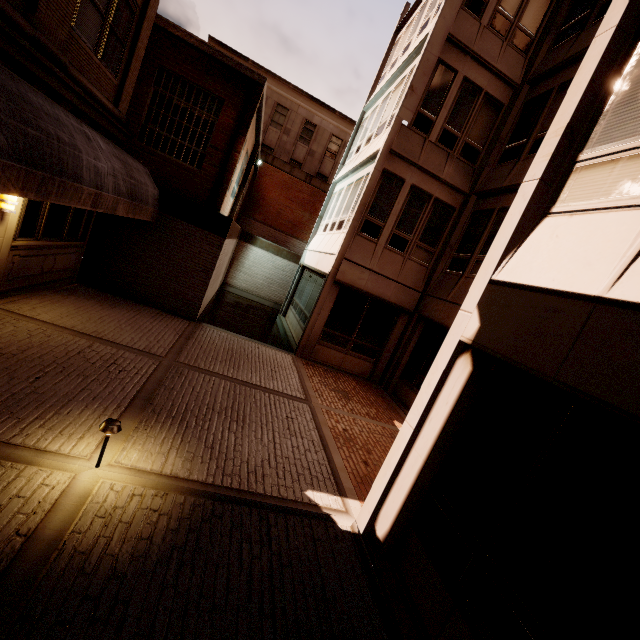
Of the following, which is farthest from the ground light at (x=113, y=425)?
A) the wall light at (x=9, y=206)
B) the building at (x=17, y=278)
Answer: the wall light at (x=9, y=206)

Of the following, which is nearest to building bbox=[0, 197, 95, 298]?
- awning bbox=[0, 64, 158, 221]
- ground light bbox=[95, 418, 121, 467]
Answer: awning bbox=[0, 64, 158, 221]

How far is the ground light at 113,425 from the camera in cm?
359

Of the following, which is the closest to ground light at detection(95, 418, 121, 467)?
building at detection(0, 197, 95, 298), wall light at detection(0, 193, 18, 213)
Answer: building at detection(0, 197, 95, 298)

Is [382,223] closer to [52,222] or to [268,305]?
[52,222]

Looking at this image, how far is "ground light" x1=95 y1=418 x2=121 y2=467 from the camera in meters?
3.6

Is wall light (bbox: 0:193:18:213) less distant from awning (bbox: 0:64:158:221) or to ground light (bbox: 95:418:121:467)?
→ awning (bbox: 0:64:158:221)

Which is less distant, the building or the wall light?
the wall light
